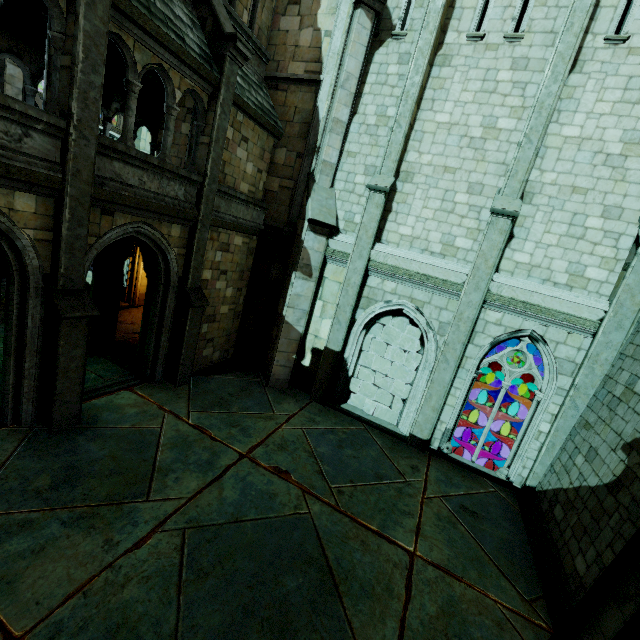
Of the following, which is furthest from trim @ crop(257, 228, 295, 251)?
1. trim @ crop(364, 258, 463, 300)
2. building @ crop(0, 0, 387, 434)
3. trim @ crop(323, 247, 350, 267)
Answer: trim @ crop(364, 258, 463, 300)

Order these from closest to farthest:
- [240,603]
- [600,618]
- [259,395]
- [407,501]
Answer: [600,618], [240,603], [407,501], [259,395]

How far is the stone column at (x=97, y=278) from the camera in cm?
993

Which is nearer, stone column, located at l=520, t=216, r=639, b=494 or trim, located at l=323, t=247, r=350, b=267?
stone column, located at l=520, t=216, r=639, b=494

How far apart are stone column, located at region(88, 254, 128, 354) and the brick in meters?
0.0

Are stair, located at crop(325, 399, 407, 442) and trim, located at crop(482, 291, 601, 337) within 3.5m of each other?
no

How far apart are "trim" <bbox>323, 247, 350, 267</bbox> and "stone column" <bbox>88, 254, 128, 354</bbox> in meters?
6.3 m

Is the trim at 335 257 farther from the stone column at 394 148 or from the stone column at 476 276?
the stone column at 476 276
